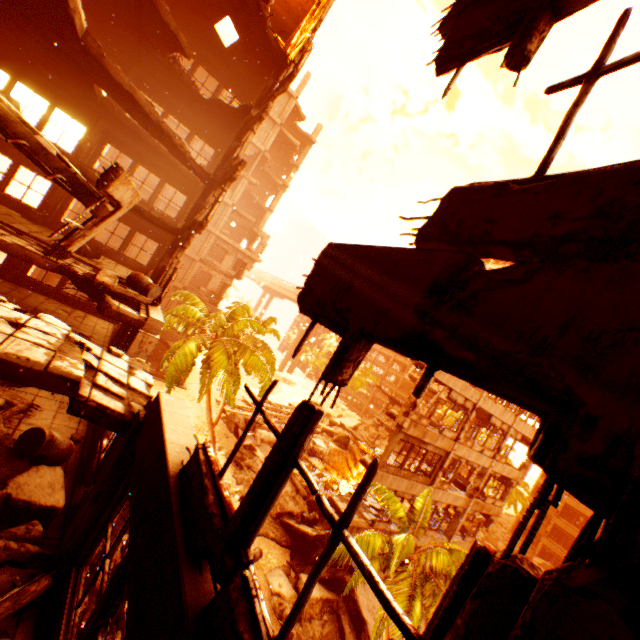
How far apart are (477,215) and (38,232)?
16.21m

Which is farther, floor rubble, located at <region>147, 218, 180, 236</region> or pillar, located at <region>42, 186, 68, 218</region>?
pillar, located at <region>42, 186, 68, 218</region>

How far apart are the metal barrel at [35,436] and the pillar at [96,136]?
13.68m

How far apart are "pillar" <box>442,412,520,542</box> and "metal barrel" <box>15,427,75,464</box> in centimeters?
2289cm

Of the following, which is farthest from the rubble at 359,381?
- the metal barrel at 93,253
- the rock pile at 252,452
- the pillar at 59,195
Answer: the pillar at 59,195

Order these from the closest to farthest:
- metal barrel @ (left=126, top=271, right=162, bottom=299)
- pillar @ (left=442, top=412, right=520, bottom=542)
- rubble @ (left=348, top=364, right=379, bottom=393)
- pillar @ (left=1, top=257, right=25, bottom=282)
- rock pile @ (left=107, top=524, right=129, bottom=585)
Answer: metal barrel @ (left=126, top=271, right=162, bottom=299), rock pile @ (left=107, top=524, right=129, bottom=585), pillar @ (left=1, top=257, right=25, bottom=282), pillar @ (left=442, top=412, right=520, bottom=542), rubble @ (left=348, top=364, right=379, bottom=393)

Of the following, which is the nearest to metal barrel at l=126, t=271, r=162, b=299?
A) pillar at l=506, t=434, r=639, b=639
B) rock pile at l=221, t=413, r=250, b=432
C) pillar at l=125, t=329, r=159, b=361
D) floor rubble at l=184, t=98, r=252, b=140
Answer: pillar at l=125, t=329, r=159, b=361

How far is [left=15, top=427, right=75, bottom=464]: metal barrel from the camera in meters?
6.0
